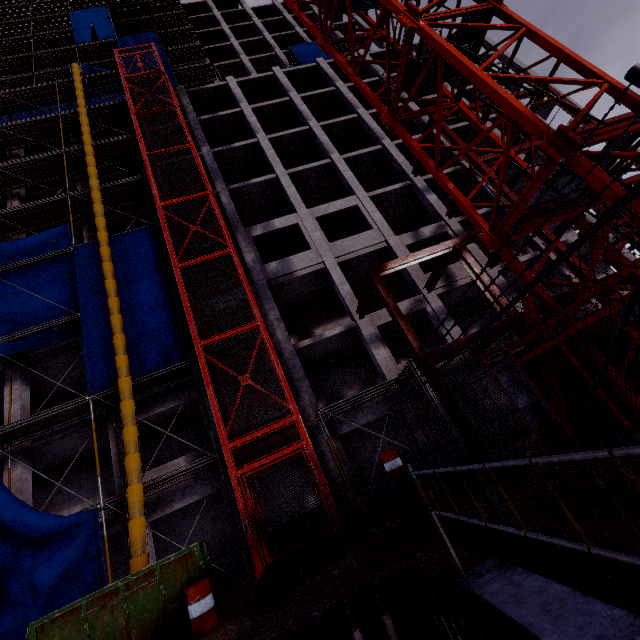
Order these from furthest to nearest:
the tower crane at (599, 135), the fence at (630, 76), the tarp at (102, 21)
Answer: the tarp at (102, 21) → the tower crane at (599, 135) → the fence at (630, 76)

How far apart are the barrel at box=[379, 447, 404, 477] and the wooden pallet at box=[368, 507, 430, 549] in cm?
201

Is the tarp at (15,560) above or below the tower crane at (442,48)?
below

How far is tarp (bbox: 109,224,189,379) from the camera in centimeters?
1326cm

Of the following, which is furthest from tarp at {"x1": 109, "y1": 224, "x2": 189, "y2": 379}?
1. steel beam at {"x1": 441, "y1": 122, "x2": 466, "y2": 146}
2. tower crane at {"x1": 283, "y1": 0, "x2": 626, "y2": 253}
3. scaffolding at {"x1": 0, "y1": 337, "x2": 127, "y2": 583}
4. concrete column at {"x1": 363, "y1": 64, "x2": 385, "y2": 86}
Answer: concrete column at {"x1": 363, "y1": 64, "x2": 385, "y2": 86}

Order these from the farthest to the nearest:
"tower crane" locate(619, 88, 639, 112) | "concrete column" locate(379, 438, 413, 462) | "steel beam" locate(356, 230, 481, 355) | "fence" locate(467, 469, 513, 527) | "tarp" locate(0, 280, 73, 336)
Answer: "concrete column" locate(379, 438, 413, 462), "tarp" locate(0, 280, 73, 336), "steel beam" locate(356, 230, 481, 355), "tower crane" locate(619, 88, 639, 112), "fence" locate(467, 469, 513, 527)

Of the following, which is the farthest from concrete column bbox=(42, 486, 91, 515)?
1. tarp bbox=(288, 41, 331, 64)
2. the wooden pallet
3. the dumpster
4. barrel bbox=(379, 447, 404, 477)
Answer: tarp bbox=(288, 41, 331, 64)

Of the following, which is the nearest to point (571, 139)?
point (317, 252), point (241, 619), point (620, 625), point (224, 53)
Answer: point (620, 625)
